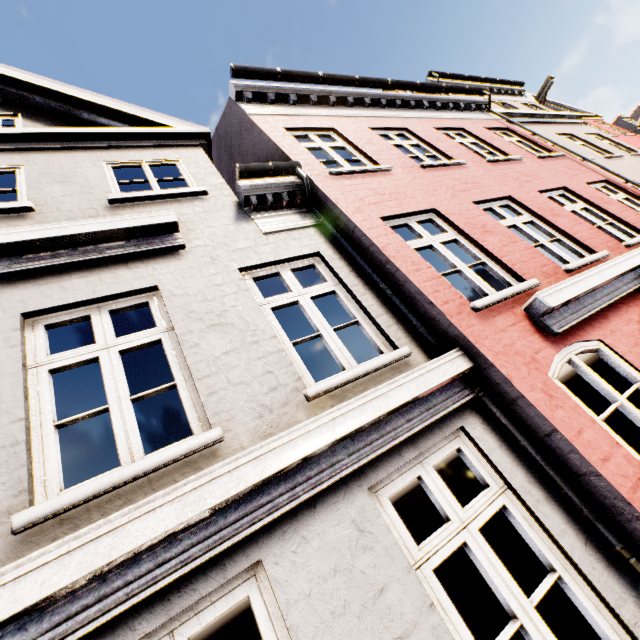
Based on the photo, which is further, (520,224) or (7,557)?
(520,224)
